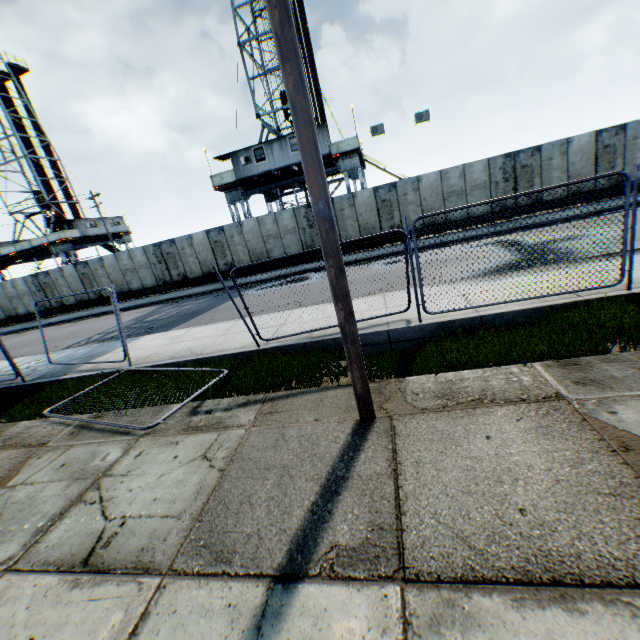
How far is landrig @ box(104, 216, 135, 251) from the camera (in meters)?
38.16

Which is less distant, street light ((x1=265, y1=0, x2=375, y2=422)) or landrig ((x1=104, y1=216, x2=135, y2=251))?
street light ((x1=265, y1=0, x2=375, y2=422))

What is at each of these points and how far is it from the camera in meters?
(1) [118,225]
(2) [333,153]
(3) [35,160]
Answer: (1) landrig, 39.0 m
(2) landrig, 22.5 m
(3) landrig, 38.8 m

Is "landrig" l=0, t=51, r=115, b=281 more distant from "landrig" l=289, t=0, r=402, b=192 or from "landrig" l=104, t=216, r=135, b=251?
"landrig" l=289, t=0, r=402, b=192

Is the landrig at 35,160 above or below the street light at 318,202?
above

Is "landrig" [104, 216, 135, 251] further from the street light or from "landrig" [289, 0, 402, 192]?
the street light

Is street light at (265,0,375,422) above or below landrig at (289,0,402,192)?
below

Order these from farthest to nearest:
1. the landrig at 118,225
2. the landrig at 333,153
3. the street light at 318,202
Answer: the landrig at 118,225 → the landrig at 333,153 → the street light at 318,202
